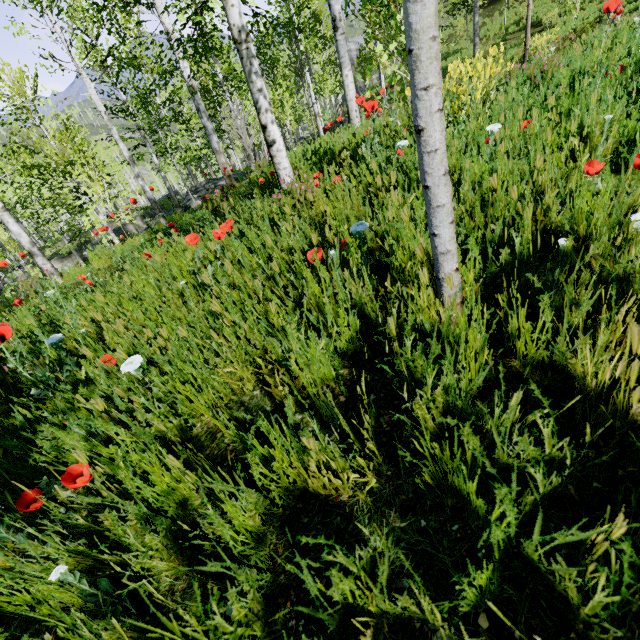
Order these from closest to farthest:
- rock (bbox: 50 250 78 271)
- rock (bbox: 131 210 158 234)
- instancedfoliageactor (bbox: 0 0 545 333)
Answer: instancedfoliageactor (bbox: 0 0 545 333) → rock (bbox: 131 210 158 234) → rock (bbox: 50 250 78 271)

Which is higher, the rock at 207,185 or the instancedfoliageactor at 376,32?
the instancedfoliageactor at 376,32

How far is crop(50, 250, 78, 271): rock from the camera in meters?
23.9

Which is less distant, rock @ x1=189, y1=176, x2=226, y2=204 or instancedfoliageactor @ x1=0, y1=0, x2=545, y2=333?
instancedfoliageactor @ x1=0, y1=0, x2=545, y2=333

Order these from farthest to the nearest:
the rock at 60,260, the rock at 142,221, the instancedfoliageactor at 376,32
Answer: the rock at 60,260
the rock at 142,221
the instancedfoliageactor at 376,32

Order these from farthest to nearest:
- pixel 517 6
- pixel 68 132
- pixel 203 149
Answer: pixel 203 149 < pixel 517 6 < pixel 68 132

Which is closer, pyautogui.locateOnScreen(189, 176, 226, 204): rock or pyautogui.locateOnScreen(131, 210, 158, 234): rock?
pyautogui.locateOnScreen(131, 210, 158, 234): rock
